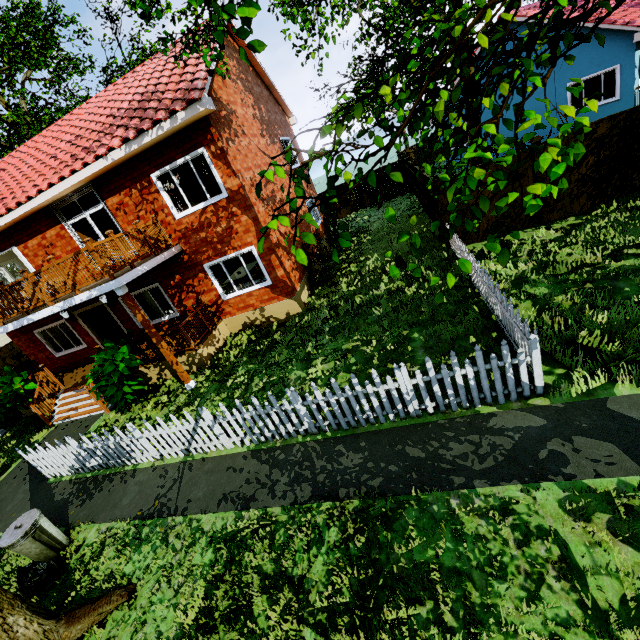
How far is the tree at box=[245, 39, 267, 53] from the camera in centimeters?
238cm

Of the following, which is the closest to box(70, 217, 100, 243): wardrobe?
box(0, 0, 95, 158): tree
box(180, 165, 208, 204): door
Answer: box(180, 165, 208, 204): door

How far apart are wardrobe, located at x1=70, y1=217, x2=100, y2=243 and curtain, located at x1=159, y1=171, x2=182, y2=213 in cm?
404

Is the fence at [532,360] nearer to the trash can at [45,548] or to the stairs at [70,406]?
the trash can at [45,548]

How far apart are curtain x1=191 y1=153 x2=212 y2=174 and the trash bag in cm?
897

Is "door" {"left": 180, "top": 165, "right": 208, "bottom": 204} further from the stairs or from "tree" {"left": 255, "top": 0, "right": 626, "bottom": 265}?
the stairs

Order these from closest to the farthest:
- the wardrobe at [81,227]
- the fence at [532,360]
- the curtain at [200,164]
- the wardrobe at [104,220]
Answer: the fence at [532,360]
the curtain at [200,164]
the wardrobe at [81,227]
the wardrobe at [104,220]

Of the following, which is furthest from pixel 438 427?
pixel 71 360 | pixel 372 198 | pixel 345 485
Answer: pixel 372 198
